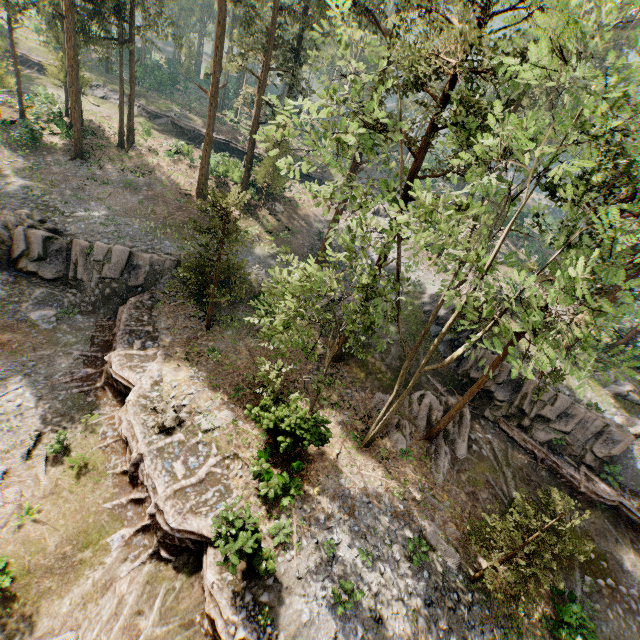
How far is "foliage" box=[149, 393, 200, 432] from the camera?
15.2 meters

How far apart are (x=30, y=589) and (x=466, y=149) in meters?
23.7 m

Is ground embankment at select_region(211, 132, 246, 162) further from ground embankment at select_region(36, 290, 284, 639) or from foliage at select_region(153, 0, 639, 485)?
ground embankment at select_region(36, 290, 284, 639)

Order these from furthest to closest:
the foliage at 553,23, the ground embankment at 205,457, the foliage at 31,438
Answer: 1. the foliage at 31,438
2. the ground embankment at 205,457
3. the foliage at 553,23

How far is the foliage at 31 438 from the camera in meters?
13.9

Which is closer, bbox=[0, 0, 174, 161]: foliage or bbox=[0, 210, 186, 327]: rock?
bbox=[0, 210, 186, 327]: rock

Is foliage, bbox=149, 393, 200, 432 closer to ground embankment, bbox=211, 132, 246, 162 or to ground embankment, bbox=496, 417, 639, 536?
ground embankment, bbox=496, 417, 639, 536

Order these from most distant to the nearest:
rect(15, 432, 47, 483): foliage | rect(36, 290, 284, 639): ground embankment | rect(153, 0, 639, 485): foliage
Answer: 1. rect(15, 432, 47, 483): foliage
2. rect(36, 290, 284, 639): ground embankment
3. rect(153, 0, 639, 485): foliage
